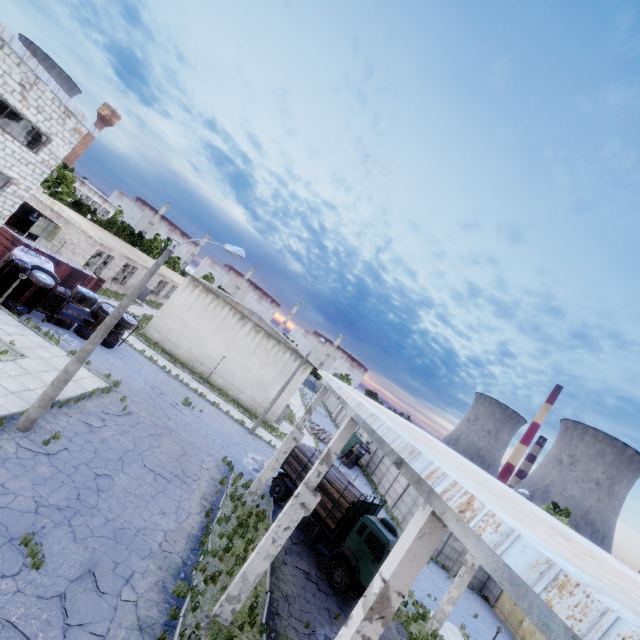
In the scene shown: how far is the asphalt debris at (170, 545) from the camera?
11.3 meters

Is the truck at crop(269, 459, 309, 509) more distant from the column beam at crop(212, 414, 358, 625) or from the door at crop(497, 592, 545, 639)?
the door at crop(497, 592, 545, 639)

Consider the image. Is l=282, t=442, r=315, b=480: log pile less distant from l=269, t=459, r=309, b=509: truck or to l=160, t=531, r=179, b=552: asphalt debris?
l=269, t=459, r=309, b=509: truck

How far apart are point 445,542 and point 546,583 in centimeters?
3549cm

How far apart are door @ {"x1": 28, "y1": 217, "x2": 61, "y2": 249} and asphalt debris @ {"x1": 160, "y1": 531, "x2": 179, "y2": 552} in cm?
3278

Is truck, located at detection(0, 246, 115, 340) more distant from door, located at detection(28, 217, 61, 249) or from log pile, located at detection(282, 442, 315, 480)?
log pile, located at detection(282, 442, 315, 480)

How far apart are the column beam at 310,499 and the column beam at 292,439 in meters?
6.6

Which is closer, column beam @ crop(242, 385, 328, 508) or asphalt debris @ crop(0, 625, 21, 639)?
asphalt debris @ crop(0, 625, 21, 639)
